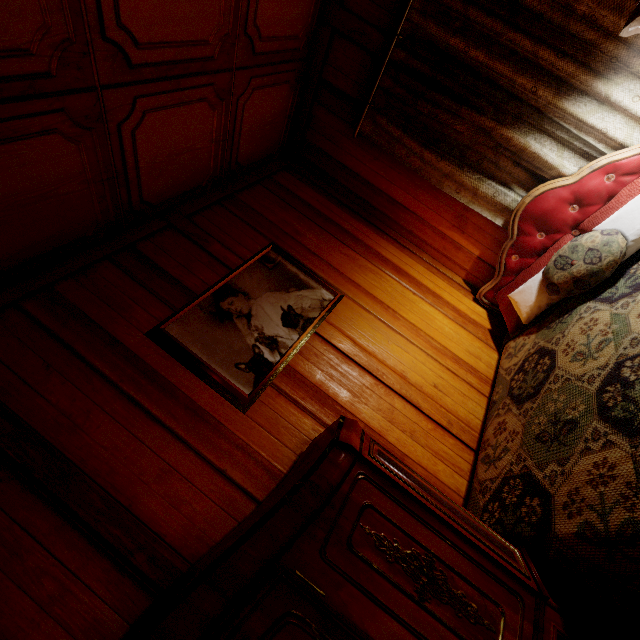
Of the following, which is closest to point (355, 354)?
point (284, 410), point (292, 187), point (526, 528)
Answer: point (284, 410)

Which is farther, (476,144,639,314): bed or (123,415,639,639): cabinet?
(476,144,639,314): bed

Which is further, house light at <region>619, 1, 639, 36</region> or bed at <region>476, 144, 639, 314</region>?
bed at <region>476, 144, 639, 314</region>

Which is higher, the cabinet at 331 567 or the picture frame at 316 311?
the picture frame at 316 311

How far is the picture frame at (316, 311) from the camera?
1.60m

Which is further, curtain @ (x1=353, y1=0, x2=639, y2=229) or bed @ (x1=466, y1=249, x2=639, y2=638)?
curtain @ (x1=353, y1=0, x2=639, y2=229)

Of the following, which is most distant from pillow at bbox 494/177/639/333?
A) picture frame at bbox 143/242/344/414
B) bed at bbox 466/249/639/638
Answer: picture frame at bbox 143/242/344/414

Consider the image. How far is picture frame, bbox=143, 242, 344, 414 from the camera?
1.60m
